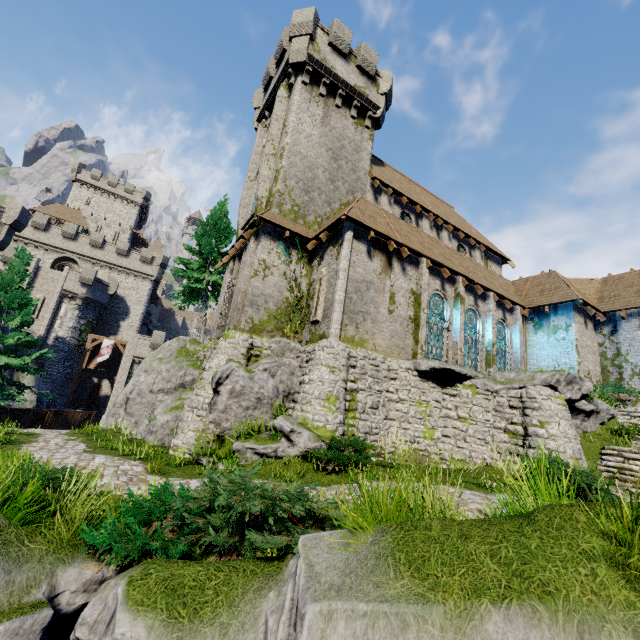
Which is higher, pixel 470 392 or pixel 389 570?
pixel 470 392

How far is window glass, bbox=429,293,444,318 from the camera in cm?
1727

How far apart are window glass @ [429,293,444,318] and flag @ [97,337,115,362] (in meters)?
35.95

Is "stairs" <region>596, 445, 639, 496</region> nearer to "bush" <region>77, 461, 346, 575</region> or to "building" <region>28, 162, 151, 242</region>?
"bush" <region>77, 461, 346, 575</region>

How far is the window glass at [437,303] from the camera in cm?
1727

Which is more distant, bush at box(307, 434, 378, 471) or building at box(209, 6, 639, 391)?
building at box(209, 6, 639, 391)

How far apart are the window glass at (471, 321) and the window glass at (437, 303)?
1.5m

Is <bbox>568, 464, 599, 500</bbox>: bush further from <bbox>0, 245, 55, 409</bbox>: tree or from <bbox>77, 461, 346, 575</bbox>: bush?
<bbox>0, 245, 55, 409</bbox>: tree
